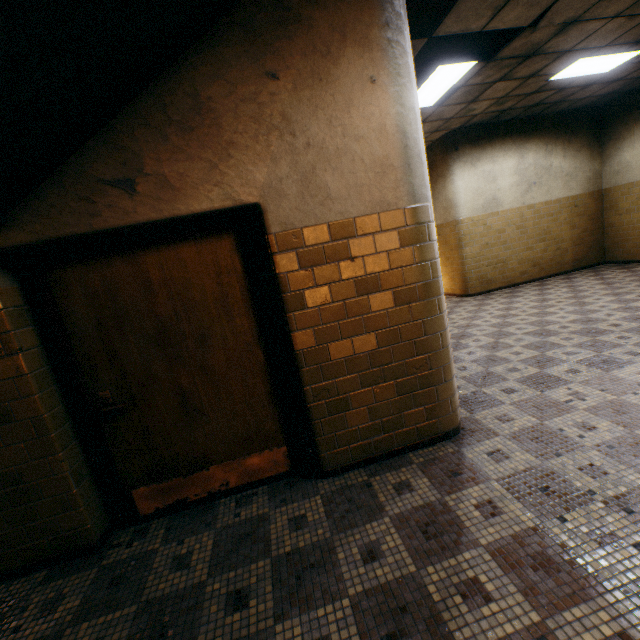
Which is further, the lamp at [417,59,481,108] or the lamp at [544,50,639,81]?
the lamp at [544,50,639,81]

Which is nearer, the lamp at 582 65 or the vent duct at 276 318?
the lamp at 582 65

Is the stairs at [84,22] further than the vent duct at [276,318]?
No

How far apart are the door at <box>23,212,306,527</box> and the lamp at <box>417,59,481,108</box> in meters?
4.1 m

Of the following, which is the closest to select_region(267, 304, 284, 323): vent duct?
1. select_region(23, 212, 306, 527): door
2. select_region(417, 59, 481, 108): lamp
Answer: select_region(417, 59, 481, 108): lamp

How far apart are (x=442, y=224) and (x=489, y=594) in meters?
8.3

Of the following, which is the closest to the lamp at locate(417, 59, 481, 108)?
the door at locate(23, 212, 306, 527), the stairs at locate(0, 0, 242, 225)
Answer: the stairs at locate(0, 0, 242, 225)

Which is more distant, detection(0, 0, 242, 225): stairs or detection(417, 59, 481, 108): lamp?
detection(417, 59, 481, 108): lamp
